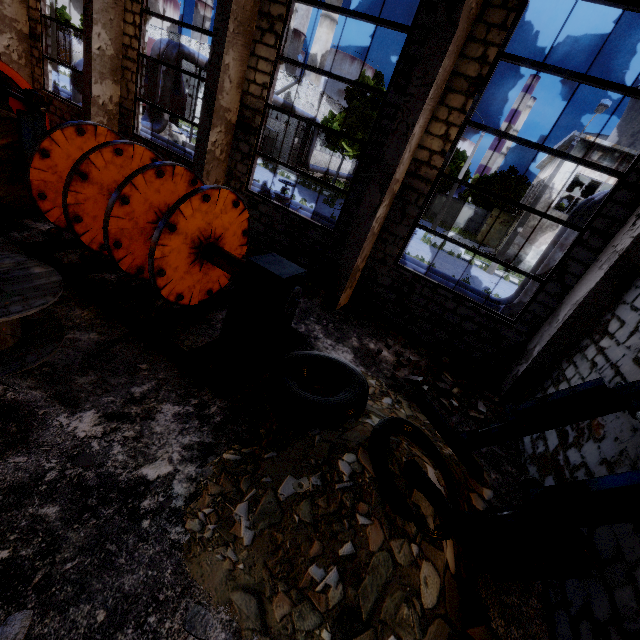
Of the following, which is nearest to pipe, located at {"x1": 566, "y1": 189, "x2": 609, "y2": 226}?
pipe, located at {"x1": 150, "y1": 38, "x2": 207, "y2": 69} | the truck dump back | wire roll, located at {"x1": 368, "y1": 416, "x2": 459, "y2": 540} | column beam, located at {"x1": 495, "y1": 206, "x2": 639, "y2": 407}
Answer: pipe, located at {"x1": 150, "y1": 38, "x2": 207, "y2": 69}

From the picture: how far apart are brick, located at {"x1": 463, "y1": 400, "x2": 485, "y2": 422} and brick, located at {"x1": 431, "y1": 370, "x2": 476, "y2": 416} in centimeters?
35cm

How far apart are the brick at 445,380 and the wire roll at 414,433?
2.35m

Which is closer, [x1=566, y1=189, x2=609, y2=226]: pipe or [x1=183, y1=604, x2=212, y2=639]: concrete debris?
[x1=183, y1=604, x2=212, y2=639]: concrete debris

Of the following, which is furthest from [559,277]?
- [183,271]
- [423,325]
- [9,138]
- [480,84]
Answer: [9,138]

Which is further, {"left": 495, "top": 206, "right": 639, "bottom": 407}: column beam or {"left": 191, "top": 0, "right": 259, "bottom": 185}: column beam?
{"left": 191, "top": 0, "right": 259, "bottom": 185}: column beam

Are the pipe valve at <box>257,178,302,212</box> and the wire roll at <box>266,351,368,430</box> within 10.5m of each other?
yes

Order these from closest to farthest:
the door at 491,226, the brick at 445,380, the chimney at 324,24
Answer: the brick at 445,380 < the door at 491,226 < the chimney at 324,24
